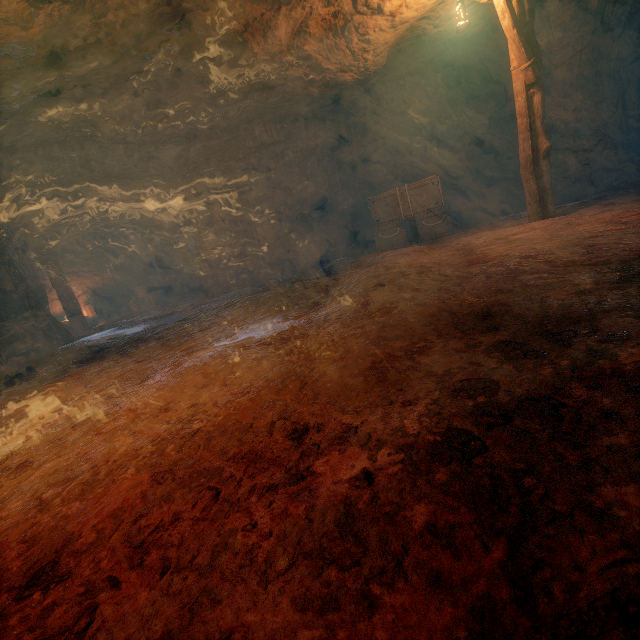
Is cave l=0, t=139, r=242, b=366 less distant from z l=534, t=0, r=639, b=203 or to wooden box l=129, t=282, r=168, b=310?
wooden box l=129, t=282, r=168, b=310

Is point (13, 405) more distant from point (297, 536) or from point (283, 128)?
point (283, 128)

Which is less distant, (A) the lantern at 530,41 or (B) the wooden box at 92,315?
(A) the lantern at 530,41

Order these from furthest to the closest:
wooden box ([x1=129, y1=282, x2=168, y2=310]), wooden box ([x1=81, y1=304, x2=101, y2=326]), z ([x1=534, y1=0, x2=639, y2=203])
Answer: wooden box ([x1=129, y1=282, x2=168, y2=310]) → wooden box ([x1=81, y1=304, x2=101, y2=326]) → z ([x1=534, y1=0, x2=639, y2=203])

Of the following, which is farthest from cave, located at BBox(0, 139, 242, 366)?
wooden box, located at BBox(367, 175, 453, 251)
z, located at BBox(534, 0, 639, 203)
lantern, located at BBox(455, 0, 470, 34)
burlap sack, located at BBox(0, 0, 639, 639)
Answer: z, located at BBox(534, 0, 639, 203)

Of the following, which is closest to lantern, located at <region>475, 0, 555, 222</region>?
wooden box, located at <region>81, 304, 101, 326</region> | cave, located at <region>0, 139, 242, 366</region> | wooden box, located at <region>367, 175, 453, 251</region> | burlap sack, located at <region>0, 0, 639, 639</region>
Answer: burlap sack, located at <region>0, 0, 639, 639</region>

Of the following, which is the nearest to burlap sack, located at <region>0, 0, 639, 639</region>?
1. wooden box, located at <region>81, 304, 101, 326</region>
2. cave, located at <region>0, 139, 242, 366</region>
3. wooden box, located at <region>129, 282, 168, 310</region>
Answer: cave, located at <region>0, 139, 242, 366</region>

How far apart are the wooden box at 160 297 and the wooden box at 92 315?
1.57m
